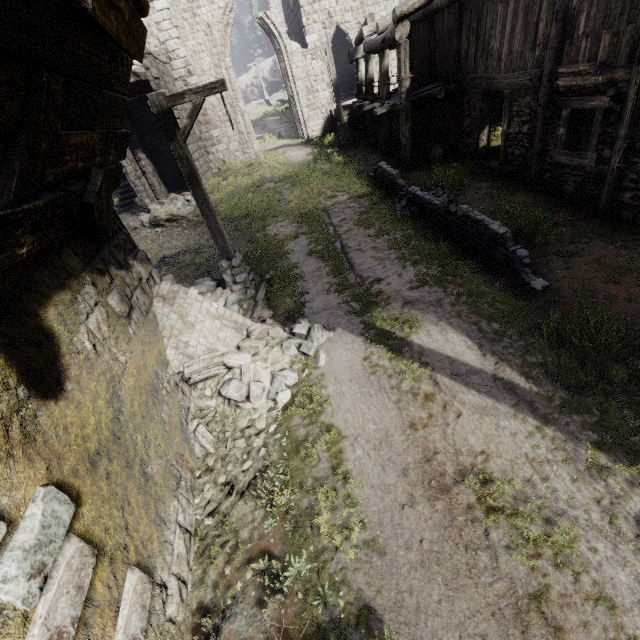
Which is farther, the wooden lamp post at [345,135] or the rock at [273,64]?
the rock at [273,64]

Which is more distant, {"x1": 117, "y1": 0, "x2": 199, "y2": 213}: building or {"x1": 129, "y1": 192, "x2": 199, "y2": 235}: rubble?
{"x1": 117, "y1": 0, "x2": 199, "y2": 213}: building

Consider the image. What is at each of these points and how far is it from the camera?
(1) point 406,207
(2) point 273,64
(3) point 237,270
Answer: (1) rubble, 10.5 meters
(2) rock, 48.8 meters
(3) wooden lamp post, 8.2 meters

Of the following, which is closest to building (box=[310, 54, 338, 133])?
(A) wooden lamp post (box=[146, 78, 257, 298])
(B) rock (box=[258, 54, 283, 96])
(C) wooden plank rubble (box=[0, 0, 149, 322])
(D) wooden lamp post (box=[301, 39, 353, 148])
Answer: (C) wooden plank rubble (box=[0, 0, 149, 322])

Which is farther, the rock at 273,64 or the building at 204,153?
the rock at 273,64

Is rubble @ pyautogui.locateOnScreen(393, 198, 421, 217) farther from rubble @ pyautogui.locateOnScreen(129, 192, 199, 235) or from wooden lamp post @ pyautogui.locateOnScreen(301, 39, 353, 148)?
rubble @ pyautogui.locateOnScreen(129, 192, 199, 235)

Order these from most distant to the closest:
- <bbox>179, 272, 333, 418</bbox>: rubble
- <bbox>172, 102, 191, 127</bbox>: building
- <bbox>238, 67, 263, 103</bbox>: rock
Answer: <bbox>238, 67, 263, 103</bbox>: rock < <bbox>172, 102, 191, 127</bbox>: building < <bbox>179, 272, 333, 418</bbox>: rubble

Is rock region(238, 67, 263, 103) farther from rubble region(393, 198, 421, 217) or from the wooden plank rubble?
the wooden plank rubble
